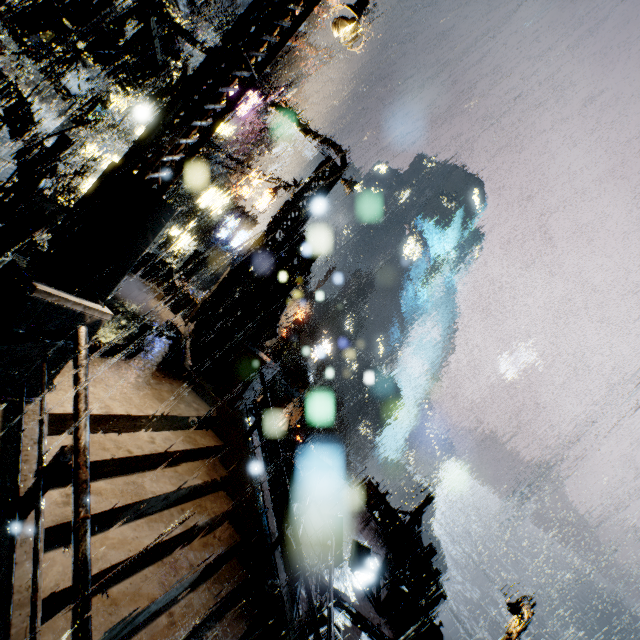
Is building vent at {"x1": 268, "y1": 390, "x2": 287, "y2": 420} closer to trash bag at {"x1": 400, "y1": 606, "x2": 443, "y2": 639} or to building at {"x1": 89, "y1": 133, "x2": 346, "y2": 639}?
building at {"x1": 89, "y1": 133, "x2": 346, "y2": 639}

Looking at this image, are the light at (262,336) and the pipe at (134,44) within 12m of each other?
yes

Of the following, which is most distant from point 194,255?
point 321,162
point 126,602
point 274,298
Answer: point 126,602

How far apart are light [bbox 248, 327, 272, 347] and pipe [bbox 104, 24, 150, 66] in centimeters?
1143cm

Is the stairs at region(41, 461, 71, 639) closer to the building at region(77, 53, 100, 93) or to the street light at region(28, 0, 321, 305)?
the building at region(77, 53, 100, 93)

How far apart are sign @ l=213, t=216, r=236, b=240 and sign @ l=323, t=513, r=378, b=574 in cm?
3496

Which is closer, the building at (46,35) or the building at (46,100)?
the building at (46,35)

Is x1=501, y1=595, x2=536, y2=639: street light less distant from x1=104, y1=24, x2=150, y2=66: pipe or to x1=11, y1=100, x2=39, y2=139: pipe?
x1=11, y1=100, x2=39, y2=139: pipe
